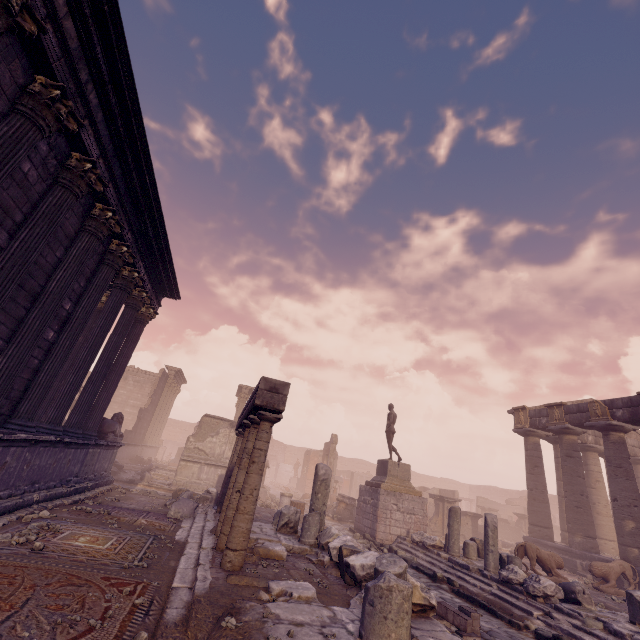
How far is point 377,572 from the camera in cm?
420

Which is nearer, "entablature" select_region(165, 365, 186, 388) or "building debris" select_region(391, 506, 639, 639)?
"building debris" select_region(391, 506, 639, 639)

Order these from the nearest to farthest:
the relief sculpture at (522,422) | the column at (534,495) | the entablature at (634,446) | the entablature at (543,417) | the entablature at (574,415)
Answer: the column at (534,495), the entablature at (574,415), the entablature at (543,417), the relief sculpture at (522,422), the entablature at (634,446)

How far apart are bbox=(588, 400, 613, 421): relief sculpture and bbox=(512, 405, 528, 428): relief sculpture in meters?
3.4

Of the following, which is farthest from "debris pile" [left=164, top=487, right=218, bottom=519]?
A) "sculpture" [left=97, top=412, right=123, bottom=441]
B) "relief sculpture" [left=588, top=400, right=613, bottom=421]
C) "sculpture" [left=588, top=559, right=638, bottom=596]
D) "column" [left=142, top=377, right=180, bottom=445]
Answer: "column" [left=142, top=377, right=180, bottom=445]

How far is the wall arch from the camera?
44.7m

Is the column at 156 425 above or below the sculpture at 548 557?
above

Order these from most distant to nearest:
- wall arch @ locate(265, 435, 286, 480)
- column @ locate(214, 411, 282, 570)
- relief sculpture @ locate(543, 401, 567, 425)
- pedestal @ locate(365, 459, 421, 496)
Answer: wall arch @ locate(265, 435, 286, 480), relief sculpture @ locate(543, 401, 567, 425), pedestal @ locate(365, 459, 421, 496), column @ locate(214, 411, 282, 570)
